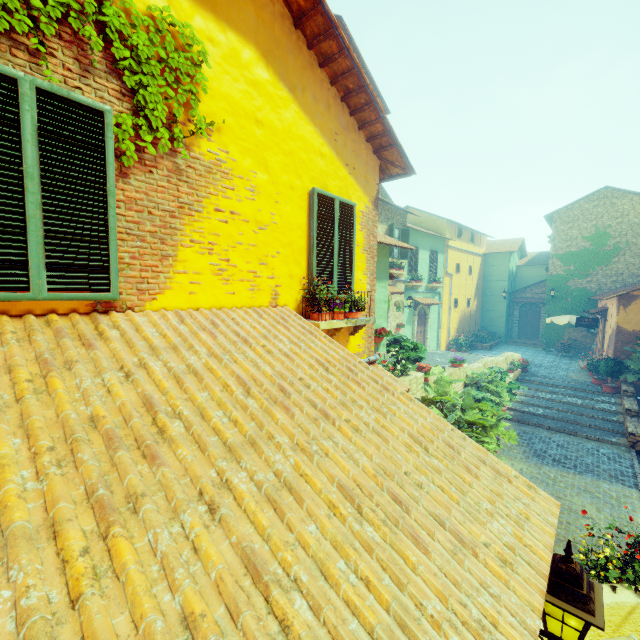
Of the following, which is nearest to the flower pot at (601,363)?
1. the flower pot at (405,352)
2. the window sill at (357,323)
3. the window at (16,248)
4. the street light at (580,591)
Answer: the flower pot at (405,352)

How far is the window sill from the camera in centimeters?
459cm

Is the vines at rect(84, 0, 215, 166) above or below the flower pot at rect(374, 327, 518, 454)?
above

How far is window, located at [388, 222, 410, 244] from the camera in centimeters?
1546cm

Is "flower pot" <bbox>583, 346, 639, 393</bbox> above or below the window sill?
below

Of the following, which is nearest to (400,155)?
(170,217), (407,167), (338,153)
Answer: (407,167)

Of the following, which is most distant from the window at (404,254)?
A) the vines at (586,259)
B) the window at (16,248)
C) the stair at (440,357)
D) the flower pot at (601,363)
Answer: the window at (16,248)

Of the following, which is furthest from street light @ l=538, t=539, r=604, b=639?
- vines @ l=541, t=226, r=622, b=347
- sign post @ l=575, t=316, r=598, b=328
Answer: vines @ l=541, t=226, r=622, b=347
